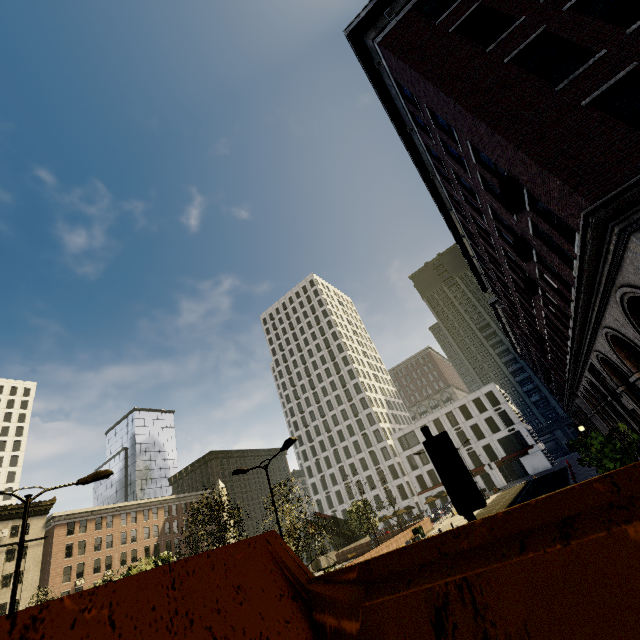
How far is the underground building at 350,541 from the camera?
45.0m

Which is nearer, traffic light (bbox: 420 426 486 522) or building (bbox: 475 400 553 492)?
traffic light (bbox: 420 426 486 522)

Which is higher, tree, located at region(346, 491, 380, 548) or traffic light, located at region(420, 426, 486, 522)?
tree, located at region(346, 491, 380, 548)

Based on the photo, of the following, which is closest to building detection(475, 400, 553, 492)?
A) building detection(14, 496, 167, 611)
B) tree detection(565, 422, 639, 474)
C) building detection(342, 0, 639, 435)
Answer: tree detection(565, 422, 639, 474)

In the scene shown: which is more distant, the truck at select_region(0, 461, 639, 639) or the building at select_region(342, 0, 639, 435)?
the building at select_region(342, 0, 639, 435)

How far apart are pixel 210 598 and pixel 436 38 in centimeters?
1579cm

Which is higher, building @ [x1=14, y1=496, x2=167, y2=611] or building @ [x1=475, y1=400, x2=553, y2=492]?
building @ [x1=14, y1=496, x2=167, y2=611]

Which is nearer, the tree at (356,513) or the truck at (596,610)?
the truck at (596,610)
